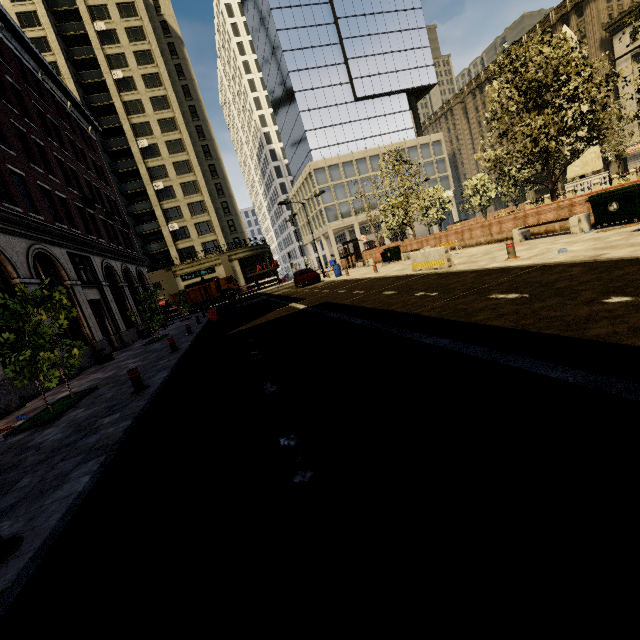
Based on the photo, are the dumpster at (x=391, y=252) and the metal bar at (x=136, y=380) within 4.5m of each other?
no

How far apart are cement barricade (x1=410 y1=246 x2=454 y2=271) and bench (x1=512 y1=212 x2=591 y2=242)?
3.6 meters

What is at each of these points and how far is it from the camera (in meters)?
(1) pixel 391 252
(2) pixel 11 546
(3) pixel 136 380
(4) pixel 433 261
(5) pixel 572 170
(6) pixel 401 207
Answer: (1) dumpster, 24.19
(2) metal bar, 2.96
(3) metal bar, 7.55
(4) cement barricade, 13.07
(5) obelisk, 24.16
(6) tree, 25.36

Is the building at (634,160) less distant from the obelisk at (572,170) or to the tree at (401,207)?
the tree at (401,207)

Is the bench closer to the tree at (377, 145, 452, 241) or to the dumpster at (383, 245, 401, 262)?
the tree at (377, 145, 452, 241)

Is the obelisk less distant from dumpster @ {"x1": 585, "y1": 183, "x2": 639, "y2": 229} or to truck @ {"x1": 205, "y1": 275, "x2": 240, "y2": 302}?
dumpster @ {"x1": 585, "y1": 183, "x2": 639, "y2": 229}

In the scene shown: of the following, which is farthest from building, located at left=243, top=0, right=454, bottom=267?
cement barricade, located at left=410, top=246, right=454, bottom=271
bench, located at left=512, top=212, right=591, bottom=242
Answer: bench, located at left=512, top=212, right=591, bottom=242

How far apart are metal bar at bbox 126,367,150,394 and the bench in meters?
14.5
